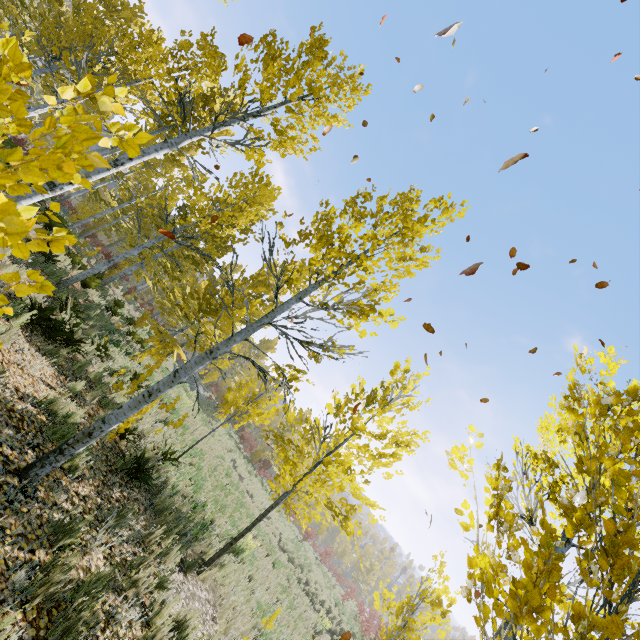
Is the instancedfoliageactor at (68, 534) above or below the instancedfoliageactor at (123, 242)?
below

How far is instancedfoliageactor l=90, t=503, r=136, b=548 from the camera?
3.8 meters

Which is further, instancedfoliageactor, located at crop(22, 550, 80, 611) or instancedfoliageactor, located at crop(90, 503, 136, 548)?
instancedfoliageactor, located at crop(90, 503, 136, 548)

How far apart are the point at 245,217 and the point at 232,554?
10.18m

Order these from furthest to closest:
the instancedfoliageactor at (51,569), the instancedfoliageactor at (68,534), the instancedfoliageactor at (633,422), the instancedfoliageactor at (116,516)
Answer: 1. the instancedfoliageactor at (116,516)
2. the instancedfoliageactor at (68,534)
3. the instancedfoliageactor at (51,569)
4. the instancedfoliageactor at (633,422)
